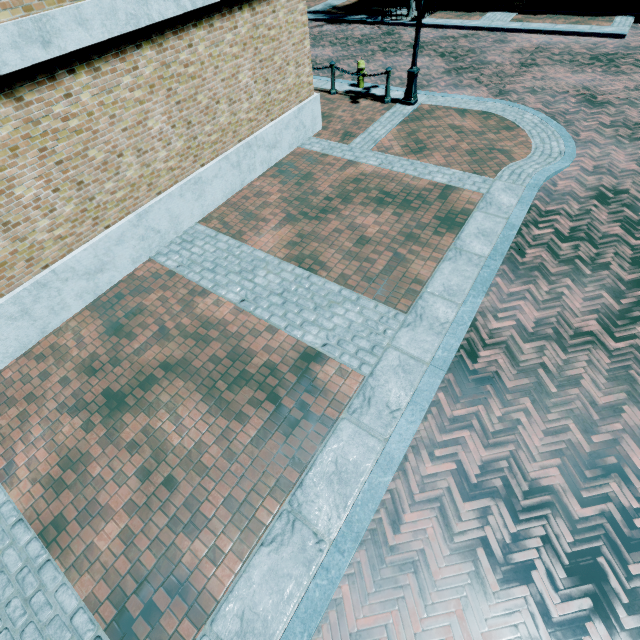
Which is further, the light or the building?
the building

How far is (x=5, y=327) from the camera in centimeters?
496cm

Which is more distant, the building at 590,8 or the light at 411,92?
the building at 590,8
